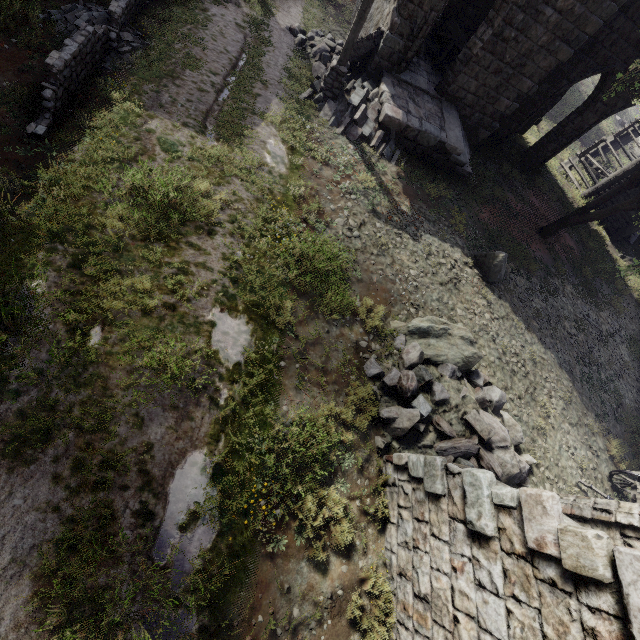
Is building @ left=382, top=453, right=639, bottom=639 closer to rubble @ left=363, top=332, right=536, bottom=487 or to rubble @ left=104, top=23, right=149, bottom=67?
rubble @ left=363, top=332, right=536, bottom=487

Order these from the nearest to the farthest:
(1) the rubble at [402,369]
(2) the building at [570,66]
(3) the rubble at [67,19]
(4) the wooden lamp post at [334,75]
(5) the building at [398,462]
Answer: (5) the building at [398,462] < (1) the rubble at [402,369] < (3) the rubble at [67,19] < (4) the wooden lamp post at [334,75] < (2) the building at [570,66]

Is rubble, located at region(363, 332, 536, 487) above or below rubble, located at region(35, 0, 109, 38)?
above

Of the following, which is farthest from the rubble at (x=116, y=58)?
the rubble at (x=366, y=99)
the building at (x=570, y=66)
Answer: the rubble at (x=366, y=99)

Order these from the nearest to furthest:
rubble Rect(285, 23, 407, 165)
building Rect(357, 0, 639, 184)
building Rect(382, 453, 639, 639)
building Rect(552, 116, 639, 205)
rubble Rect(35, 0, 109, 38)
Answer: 1. building Rect(382, 453, 639, 639)
2. rubble Rect(35, 0, 109, 38)
3. building Rect(357, 0, 639, 184)
4. rubble Rect(285, 23, 407, 165)
5. building Rect(552, 116, 639, 205)

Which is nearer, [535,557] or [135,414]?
[535,557]

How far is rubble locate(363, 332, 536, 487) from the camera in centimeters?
661cm

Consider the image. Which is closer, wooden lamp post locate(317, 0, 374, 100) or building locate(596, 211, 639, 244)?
wooden lamp post locate(317, 0, 374, 100)
